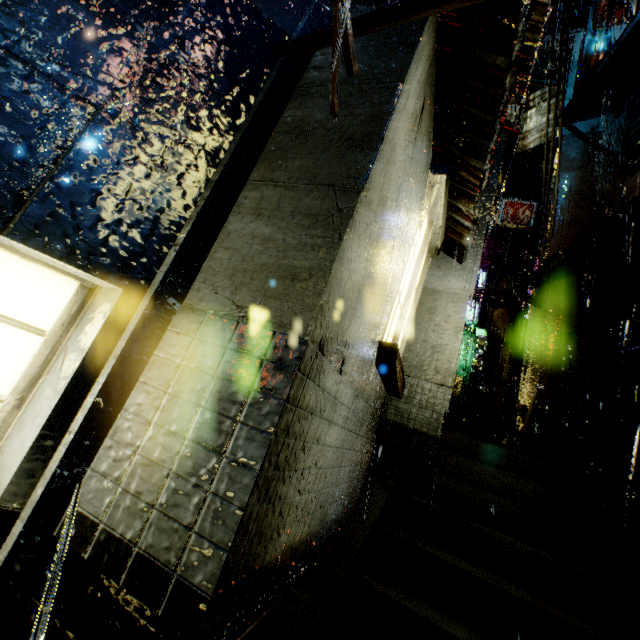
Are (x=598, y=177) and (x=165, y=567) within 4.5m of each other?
no

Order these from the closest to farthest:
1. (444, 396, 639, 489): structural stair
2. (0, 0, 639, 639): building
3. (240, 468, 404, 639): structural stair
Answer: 1. (0, 0, 639, 639): building
2. (240, 468, 404, 639): structural stair
3. (444, 396, 639, 489): structural stair

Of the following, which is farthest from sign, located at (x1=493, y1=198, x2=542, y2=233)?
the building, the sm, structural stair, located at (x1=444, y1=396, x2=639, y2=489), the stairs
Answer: the stairs

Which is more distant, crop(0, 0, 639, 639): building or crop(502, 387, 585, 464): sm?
crop(502, 387, 585, 464): sm

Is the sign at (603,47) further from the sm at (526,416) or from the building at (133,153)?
the sm at (526,416)

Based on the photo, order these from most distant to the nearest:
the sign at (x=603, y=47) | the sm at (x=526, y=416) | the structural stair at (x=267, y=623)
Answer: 1. the sign at (x=603, y=47)
2. the sm at (x=526, y=416)
3. the structural stair at (x=267, y=623)

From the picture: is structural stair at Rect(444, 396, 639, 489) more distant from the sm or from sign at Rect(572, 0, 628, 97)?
sign at Rect(572, 0, 628, 97)

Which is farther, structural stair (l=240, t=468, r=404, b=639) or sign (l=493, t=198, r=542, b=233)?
sign (l=493, t=198, r=542, b=233)
